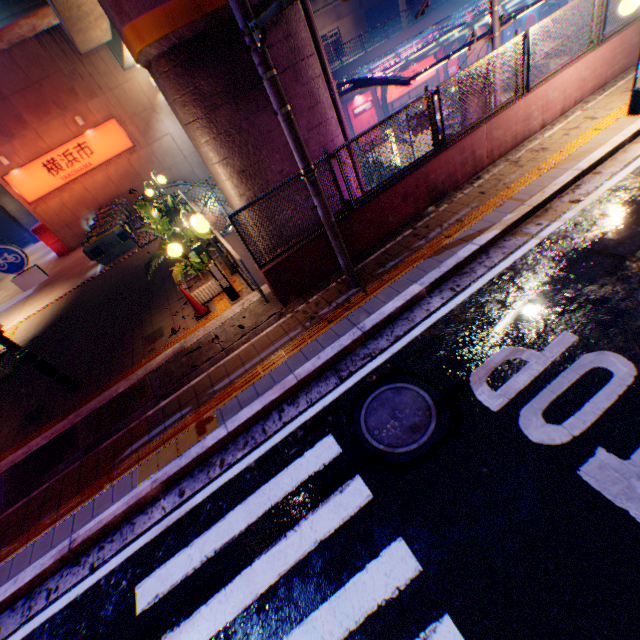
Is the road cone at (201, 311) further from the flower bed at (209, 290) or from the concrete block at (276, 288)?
the concrete block at (276, 288)

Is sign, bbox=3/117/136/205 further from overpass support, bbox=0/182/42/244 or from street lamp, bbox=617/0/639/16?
street lamp, bbox=617/0/639/16

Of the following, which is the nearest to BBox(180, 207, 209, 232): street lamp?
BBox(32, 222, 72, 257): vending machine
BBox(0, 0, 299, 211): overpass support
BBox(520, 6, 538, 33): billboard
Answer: BBox(0, 0, 299, 211): overpass support

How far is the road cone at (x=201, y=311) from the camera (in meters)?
7.35

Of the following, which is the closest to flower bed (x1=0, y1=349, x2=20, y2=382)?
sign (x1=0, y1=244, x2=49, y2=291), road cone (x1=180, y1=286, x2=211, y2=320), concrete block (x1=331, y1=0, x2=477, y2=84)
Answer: sign (x1=0, y1=244, x2=49, y2=291)

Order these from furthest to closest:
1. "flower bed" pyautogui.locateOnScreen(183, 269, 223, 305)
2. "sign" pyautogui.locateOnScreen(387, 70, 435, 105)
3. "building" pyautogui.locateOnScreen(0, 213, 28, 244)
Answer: "building" pyautogui.locateOnScreen(0, 213, 28, 244) → "sign" pyautogui.locateOnScreen(387, 70, 435, 105) → "flower bed" pyautogui.locateOnScreen(183, 269, 223, 305)

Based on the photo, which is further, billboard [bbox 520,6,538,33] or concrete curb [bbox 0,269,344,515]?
billboard [bbox 520,6,538,33]

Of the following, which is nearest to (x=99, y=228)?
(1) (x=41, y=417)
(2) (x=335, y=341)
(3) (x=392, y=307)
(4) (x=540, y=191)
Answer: (1) (x=41, y=417)
